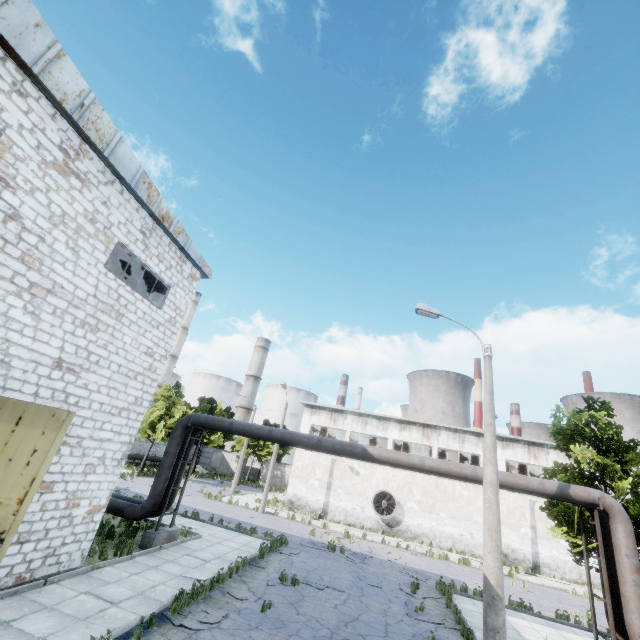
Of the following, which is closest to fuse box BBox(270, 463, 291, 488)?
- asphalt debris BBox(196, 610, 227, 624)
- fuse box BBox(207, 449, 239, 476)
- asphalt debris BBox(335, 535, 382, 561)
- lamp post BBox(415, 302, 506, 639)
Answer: fuse box BBox(207, 449, 239, 476)

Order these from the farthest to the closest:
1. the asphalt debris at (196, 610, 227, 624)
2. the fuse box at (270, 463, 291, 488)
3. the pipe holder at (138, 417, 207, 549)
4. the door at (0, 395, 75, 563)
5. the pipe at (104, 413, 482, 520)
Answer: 1. the fuse box at (270, 463, 291, 488)
2. the pipe holder at (138, 417, 207, 549)
3. the pipe at (104, 413, 482, 520)
4. the asphalt debris at (196, 610, 227, 624)
5. the door at (0, 395, 75, 563)

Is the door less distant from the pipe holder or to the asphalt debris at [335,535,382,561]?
the pipe holder

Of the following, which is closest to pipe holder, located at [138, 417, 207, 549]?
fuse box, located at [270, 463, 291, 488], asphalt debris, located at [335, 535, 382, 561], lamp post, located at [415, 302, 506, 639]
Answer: asphalt debris, located at [335, 535, 382, 561]

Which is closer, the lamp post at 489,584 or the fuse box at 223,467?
the lamp post at 489,584

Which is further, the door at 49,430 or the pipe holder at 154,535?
the pipe holder at 154,535

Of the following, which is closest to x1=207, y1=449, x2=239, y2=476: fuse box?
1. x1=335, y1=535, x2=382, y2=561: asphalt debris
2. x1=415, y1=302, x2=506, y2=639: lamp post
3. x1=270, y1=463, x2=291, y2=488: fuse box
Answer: x1=270, y1=463, x2=291, y2=488: fuse box

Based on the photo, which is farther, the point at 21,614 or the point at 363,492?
the point at 363,492
